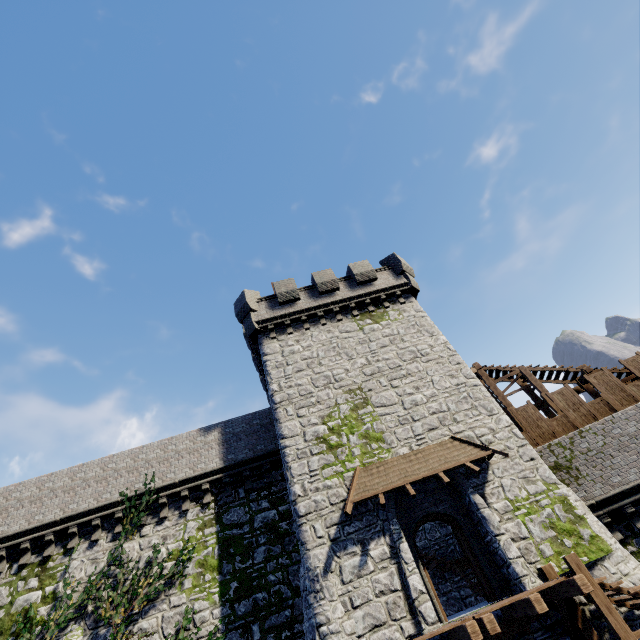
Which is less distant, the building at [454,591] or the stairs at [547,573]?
the stairs at [547,573]

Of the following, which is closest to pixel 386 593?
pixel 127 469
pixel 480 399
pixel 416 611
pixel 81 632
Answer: pixel 416 611

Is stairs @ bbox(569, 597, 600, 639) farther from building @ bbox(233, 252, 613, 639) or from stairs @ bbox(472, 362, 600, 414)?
stairs @ bbox(472, 362, 600, 414)

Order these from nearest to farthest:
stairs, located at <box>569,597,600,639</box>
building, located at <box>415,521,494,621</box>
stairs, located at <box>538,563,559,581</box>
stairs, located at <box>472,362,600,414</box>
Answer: stairs, located at <box>569,597,600,639</box> < stairs, located at <box>538,563,559,581</box> < building, located at <box>415,521,494,621</box> < stairs, located at <box>472,362,600,414</box>

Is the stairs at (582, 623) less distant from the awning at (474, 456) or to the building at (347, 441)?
the building at (347, 441)

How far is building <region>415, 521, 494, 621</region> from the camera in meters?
14.0

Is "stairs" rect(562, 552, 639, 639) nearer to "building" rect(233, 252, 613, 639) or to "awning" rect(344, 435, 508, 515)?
"building" rect(233, 252, 613, 639)

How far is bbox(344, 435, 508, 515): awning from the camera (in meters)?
11.44
